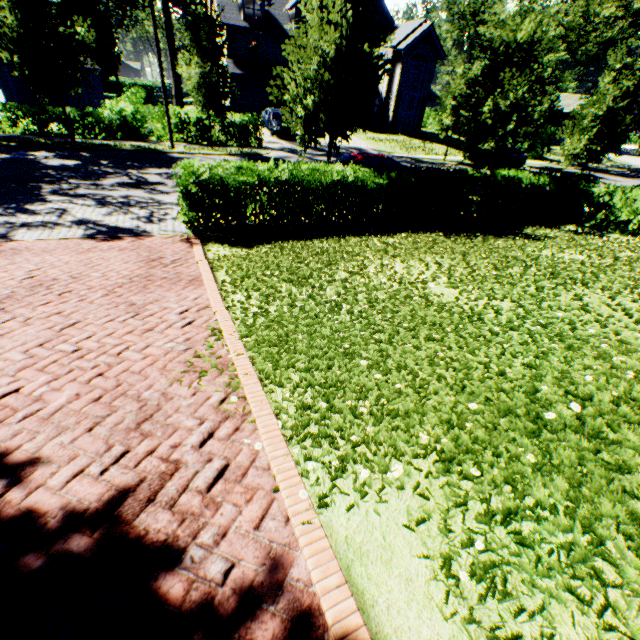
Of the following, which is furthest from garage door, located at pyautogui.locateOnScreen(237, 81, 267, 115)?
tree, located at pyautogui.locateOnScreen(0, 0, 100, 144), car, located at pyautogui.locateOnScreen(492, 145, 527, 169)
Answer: car, located at pyautogui.locateOnScreen(492, 145, 527, 169)

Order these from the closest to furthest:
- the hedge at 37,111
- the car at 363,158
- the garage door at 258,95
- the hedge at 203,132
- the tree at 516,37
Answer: the tree at 516,37
the car at 363,158
the hedge at 37,111
the hedge at 203,132
the garage door at 258,95

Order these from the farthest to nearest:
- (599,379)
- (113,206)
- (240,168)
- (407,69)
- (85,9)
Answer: (85,9), (407,69), (113,206), (240,168), (599,379)

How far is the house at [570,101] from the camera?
46.8 meters

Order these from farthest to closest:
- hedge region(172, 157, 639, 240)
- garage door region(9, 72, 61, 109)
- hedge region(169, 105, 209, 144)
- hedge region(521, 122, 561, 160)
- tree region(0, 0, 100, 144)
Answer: hedge region(521, 122, 561, 160), garage door region(9, 72, 61, 109), hedge region(169, 105, 209, 144), tree region(0, 0, 100, 144), hedge region(172, 157, 639, 240)

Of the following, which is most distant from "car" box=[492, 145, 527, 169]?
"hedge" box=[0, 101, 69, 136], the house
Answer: the house

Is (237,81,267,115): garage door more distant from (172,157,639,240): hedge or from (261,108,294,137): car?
(172,157,639,240): hedge

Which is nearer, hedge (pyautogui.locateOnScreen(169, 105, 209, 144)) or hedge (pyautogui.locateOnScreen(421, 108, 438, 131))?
hedge (pyautogui.locateOnScreen(169, 105, 209, 144))
